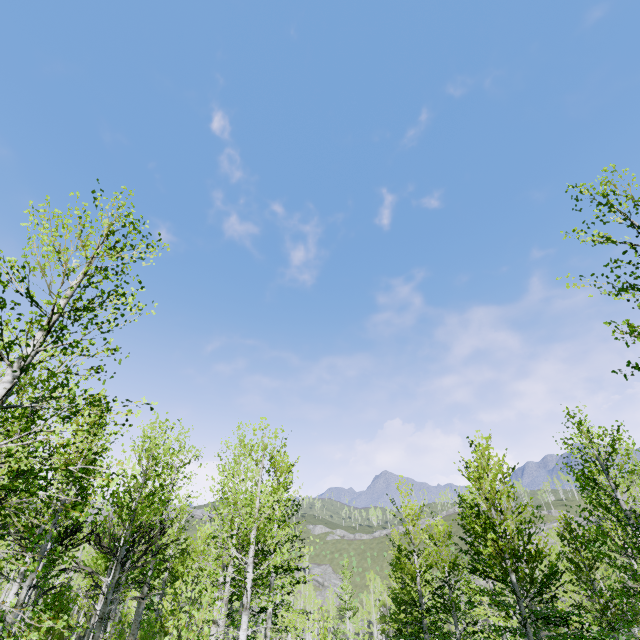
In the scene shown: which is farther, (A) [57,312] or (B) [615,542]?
(B) [615,542]
